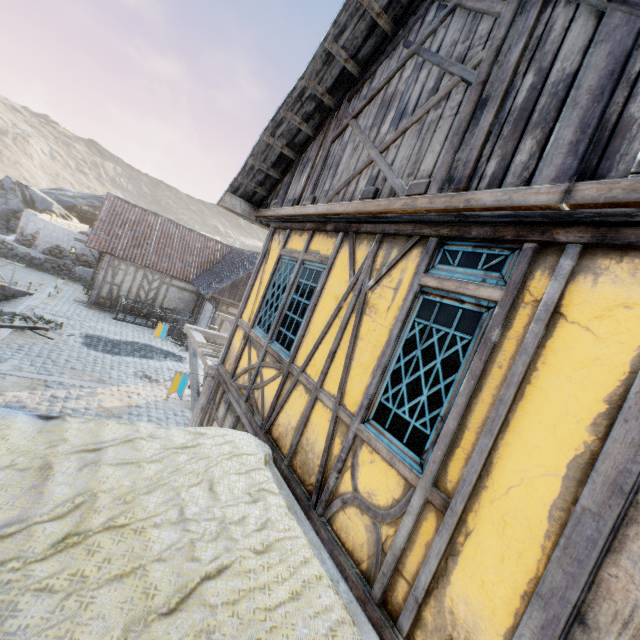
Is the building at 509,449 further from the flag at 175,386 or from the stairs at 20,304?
the stairs at 20,304

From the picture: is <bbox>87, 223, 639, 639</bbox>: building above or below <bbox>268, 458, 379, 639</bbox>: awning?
above

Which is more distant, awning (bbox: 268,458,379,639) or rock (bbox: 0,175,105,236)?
rock (bbox: 0,175,105,236)

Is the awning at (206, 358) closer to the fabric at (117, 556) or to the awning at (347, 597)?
the fabric at (117, 556)

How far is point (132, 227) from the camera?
18.61m

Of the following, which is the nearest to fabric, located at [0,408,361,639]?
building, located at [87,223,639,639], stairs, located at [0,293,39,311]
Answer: building, located at [87,223,639,639]

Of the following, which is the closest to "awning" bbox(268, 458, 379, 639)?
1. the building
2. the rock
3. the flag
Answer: the building

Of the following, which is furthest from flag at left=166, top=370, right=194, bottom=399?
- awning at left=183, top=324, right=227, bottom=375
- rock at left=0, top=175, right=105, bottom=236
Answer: rock at left=0, top=175, right=105, bottom=236
